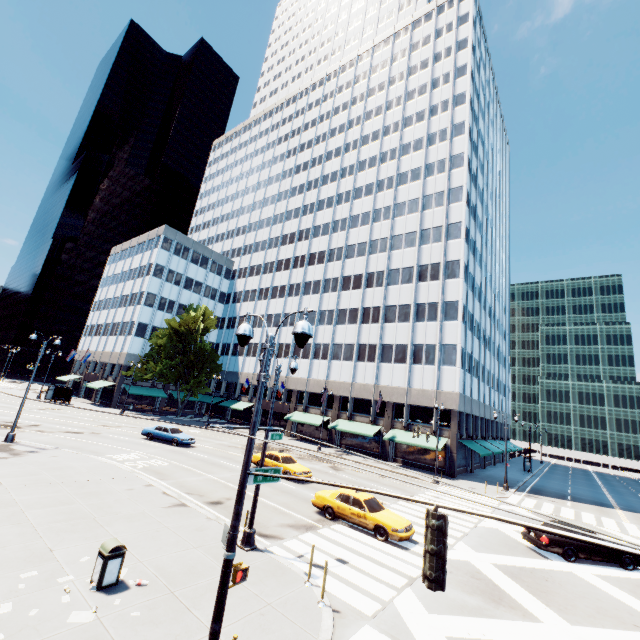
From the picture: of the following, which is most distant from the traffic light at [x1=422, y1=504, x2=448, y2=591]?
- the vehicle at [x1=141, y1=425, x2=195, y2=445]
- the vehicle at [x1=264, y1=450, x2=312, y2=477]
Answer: the vehicle at [x1=141, y1=425, x2=195, y2=445]

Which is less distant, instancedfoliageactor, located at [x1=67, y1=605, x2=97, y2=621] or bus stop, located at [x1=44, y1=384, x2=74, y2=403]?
instancedfoliageactor, located at [x1=67, y1=605, x2=97, y2=621]

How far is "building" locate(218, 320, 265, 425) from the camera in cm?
5562

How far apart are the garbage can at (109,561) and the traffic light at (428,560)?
8.65m

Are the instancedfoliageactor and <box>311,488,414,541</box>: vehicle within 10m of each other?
no

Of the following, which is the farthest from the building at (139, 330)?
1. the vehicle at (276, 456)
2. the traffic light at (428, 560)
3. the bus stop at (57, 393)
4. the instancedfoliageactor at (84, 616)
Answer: the traffic light at (428, 560)

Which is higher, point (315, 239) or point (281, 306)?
point (315, 239)

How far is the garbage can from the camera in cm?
839
